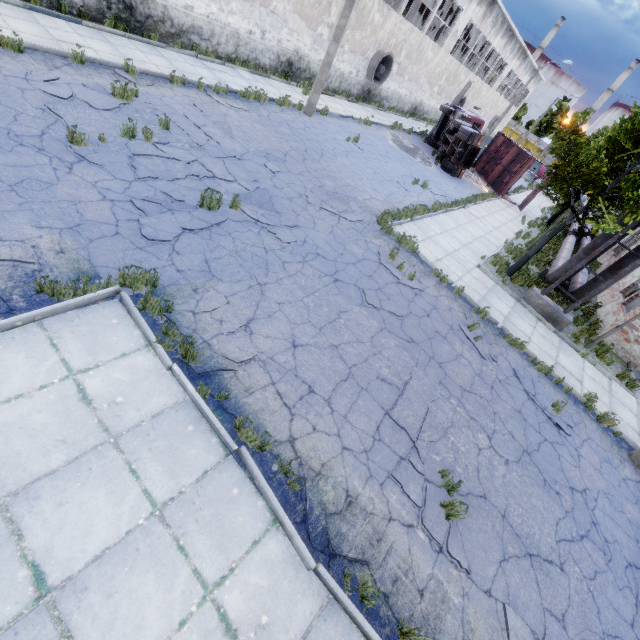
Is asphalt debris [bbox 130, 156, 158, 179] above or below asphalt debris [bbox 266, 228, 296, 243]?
below

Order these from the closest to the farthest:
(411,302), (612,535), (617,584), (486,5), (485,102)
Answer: (617,584) → (612,535) → (411,302) → (486,5) → (485,102)

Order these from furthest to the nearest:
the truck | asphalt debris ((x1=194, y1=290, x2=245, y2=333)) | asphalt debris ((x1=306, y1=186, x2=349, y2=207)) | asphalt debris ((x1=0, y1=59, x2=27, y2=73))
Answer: the truck → asphalt debris ((x1=306, y1=186, x2=349, y2=207)) → asphalt debris ((x1=0, y1=59, x2=27, y2=73)) → asphalt debris ((x1=194, y1=290, x2=245, y2=333))

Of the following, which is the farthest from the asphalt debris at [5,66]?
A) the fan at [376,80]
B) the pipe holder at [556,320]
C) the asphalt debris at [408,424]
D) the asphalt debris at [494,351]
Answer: the fan at [376,80]

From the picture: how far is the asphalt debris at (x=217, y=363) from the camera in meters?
4.8 m

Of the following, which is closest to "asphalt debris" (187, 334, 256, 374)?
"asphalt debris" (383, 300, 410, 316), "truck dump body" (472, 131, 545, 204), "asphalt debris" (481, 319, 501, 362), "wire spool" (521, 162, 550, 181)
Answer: "asphalt debris" (383, 300, 410, 316)

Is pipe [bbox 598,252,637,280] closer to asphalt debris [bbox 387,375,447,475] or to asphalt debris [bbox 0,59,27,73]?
asphalt debris [bbox 387,375,447,475]

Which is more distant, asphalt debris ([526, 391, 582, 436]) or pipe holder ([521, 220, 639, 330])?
pipe holder ([521, 220, 639, 330])
